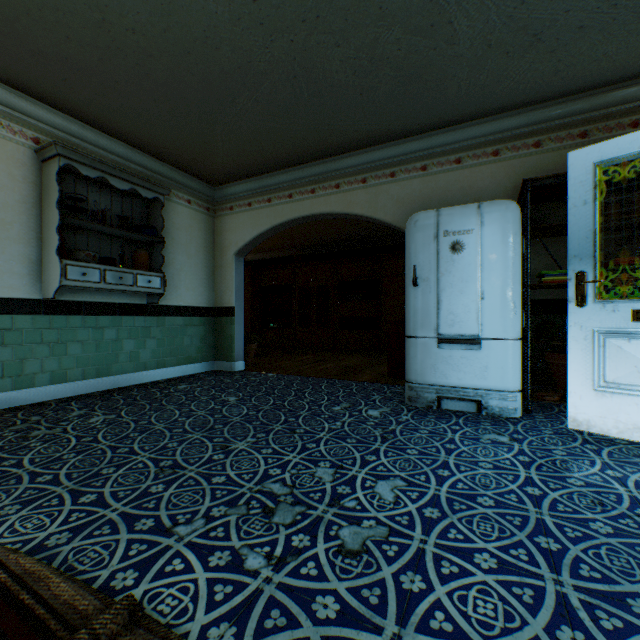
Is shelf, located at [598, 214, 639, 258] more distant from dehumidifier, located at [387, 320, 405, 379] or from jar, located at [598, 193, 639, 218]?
dehumidifier, located at [387, 320, 405, 379]

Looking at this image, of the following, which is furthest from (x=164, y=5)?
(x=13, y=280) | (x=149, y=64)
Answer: (x=13, y=280)

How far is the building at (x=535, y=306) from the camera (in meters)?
3.44

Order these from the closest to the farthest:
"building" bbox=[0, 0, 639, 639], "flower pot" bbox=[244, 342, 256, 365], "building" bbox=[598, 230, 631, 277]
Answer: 1. "building" bbox=[0, 0, 639, 639]
2. "building" bbox=[598, 230, 631, 277]
3. "flower pot" bbox=[244, 342, 256, 365]

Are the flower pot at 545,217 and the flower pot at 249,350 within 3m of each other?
no

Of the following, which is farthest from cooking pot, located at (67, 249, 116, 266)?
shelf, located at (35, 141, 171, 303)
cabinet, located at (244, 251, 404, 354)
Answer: cabinet, located at (244, 251, 404, 354)

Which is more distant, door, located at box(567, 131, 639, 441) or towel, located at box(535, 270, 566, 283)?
towel, located at box(535, 270, 566, 283)

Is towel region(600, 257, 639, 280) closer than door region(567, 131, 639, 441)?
No
